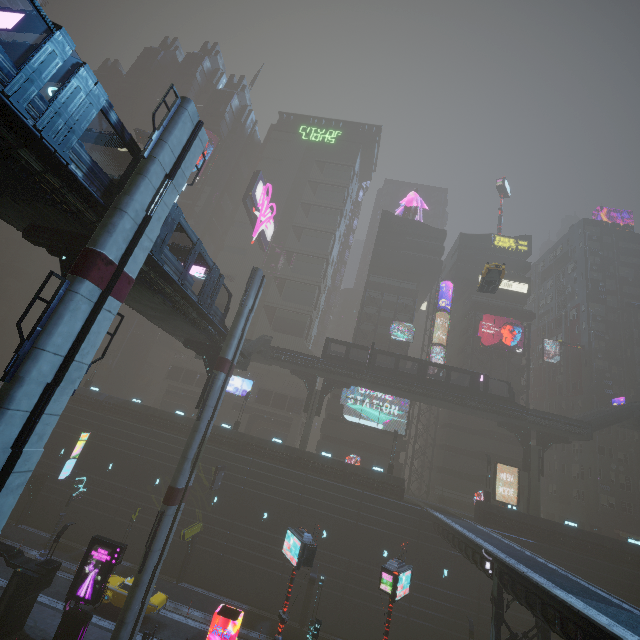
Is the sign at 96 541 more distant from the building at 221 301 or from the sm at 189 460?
the building at 221 301

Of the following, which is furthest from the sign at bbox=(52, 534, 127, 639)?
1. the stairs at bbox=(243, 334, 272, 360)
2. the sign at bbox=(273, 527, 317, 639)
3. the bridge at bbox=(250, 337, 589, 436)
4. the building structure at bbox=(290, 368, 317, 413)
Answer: the building structure at bbox=(290, 368, 317, 413)

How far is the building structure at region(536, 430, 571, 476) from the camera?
36.77m

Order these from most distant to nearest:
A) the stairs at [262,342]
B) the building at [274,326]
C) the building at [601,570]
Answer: the building at [274,326] < the stairs at [262,342] < the building at [601,570]

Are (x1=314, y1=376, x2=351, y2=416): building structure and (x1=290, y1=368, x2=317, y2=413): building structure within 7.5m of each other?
yes

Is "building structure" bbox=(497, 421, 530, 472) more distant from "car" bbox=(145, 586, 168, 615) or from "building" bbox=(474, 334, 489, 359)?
"car" bbox=(145, 586, 168, 615)

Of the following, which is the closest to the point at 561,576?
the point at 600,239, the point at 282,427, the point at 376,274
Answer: the point at 282,427

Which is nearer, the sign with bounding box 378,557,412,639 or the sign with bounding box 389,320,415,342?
the sign with bounding box 378,557,412,639
